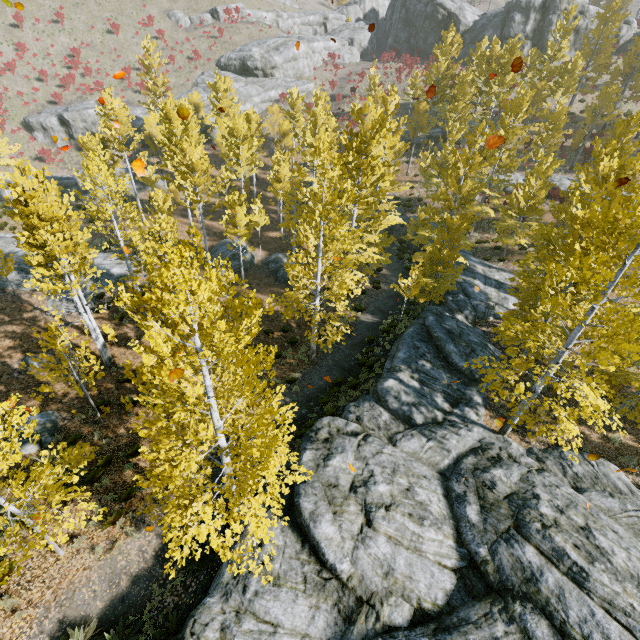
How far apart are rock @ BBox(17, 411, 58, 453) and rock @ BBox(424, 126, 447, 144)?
43.42m

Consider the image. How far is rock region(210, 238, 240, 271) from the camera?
26.0 meters

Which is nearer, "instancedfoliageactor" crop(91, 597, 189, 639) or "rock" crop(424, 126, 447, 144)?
"instancedfoliageactor" crop(91, 597, 189, 639)

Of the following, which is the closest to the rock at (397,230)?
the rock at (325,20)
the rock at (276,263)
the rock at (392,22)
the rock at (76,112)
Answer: the rock at (276,263)

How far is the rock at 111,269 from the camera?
21.8m

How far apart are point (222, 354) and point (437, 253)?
17.02m

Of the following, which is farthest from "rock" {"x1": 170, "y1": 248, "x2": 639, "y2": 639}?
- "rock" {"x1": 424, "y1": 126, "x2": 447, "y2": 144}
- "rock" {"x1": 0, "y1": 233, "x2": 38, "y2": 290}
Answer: "rock" {"x1": 0, "y1": 233, "x2": 38, "y2": 290}

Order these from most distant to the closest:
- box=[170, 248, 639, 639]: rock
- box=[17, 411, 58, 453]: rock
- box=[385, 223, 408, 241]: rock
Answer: box=[385, 223, 408, 241]: rock
box=[17, 411, 58, 453]: rock
box=[170, 248, 639, 639]: rock
